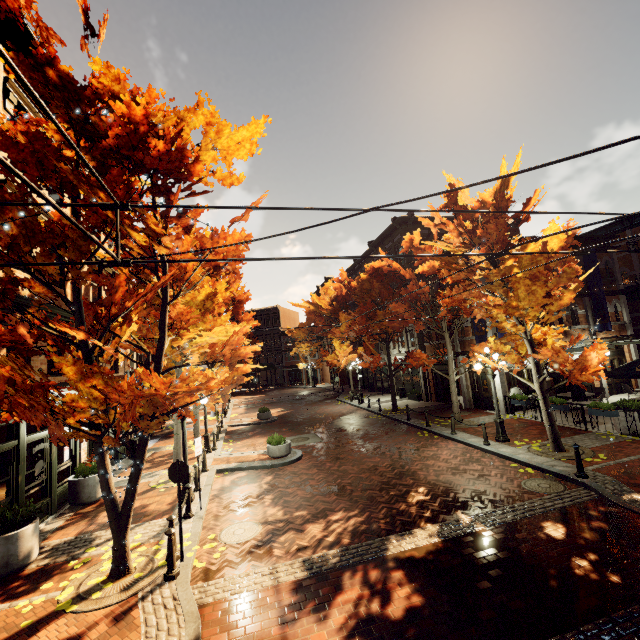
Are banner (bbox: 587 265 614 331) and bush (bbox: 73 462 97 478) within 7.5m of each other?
no

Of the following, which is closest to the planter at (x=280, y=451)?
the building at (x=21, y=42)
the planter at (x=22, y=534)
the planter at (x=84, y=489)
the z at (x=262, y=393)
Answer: the planter at (x=84, y=489)

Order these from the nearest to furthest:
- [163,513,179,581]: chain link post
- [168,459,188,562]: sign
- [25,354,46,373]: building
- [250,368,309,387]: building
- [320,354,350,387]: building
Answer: [163,513,179,581]: chain link post
[168,459,188,562]: sign
[25,354,46,373]: building
[320,354,350,387]: building
[250,368,309,387]: building

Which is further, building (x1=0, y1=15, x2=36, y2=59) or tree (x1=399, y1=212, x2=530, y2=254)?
tree (x1=399, y1=212, x2=530, y2=254)

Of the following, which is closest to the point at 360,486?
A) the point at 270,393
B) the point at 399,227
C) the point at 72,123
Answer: the point at 72,123

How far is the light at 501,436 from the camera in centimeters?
1247cm

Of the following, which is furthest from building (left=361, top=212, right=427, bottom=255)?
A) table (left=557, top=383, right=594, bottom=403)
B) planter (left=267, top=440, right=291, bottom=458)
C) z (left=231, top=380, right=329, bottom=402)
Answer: planter (left=267, top=440, right=291, bottom=458)

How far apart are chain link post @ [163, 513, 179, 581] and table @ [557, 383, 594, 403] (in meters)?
15.70
